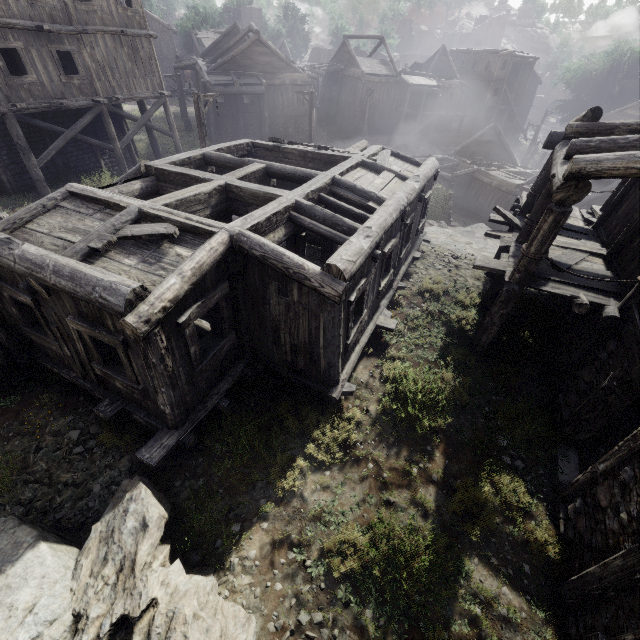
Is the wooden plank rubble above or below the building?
above

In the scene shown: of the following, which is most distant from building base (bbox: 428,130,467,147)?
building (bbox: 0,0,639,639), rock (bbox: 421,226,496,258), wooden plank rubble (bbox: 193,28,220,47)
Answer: building (bbox: 0,0,639,639)

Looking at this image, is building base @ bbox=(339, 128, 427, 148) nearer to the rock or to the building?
the rock

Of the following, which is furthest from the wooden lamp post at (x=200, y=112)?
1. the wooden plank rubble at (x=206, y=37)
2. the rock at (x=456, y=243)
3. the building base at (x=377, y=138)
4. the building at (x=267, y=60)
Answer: the wooden plank rubble at (x=206, y=37)

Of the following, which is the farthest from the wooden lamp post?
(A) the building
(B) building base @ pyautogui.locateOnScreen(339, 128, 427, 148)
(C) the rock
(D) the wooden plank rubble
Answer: (D) the wooden plank rubble

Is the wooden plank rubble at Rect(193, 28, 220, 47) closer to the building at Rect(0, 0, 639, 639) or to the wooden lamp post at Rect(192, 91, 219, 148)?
the wooden lamp post at Rect(192, 91, 219, 148)

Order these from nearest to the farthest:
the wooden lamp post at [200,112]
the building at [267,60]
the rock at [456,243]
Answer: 1. the building at [267,60]
2. the wooden lamp post at [200,112]
3. the rock at [456,243]

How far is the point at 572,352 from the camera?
8.2 meters
